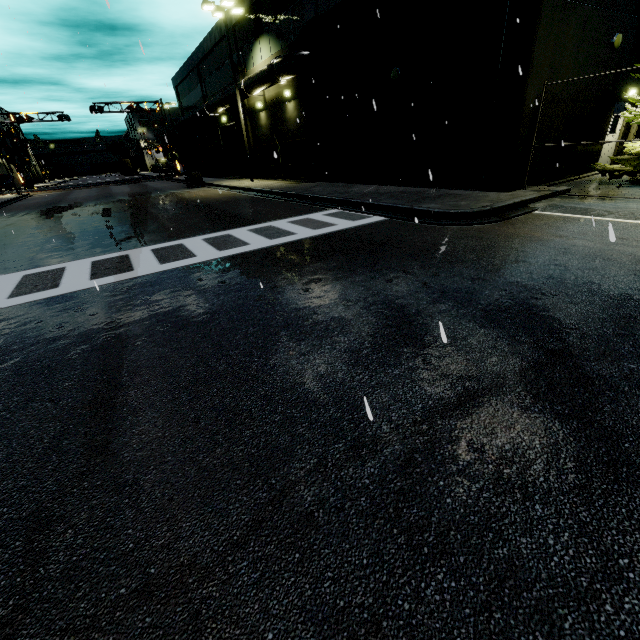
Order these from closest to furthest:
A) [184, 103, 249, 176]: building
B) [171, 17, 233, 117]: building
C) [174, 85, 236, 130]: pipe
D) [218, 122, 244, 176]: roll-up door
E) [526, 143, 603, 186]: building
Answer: [526, 143, 603, 186]: building, [174, 85, 236, 130]: pipe, [171, 17, 233, 117]: building, [184, 103, 249, 176]: building, [218, 122, 244, 176]: roll-up door

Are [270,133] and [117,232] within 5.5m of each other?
no

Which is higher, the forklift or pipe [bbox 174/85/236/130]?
pipe [bbox 174/85/236/130]

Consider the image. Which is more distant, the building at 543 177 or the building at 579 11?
the building at 543 177

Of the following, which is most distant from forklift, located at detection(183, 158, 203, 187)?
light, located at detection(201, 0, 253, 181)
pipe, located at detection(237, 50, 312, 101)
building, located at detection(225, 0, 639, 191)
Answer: light, located at detection(201, 0, 253, 181)

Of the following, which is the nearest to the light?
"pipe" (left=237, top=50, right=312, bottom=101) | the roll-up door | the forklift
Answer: "pipe" (left=237, top=50, right=312, bottom=101)

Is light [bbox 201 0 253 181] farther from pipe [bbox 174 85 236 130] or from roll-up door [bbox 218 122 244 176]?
roll-up door [bbox 218 122 244 176]

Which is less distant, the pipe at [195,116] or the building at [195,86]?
the pipe at [195,116]
